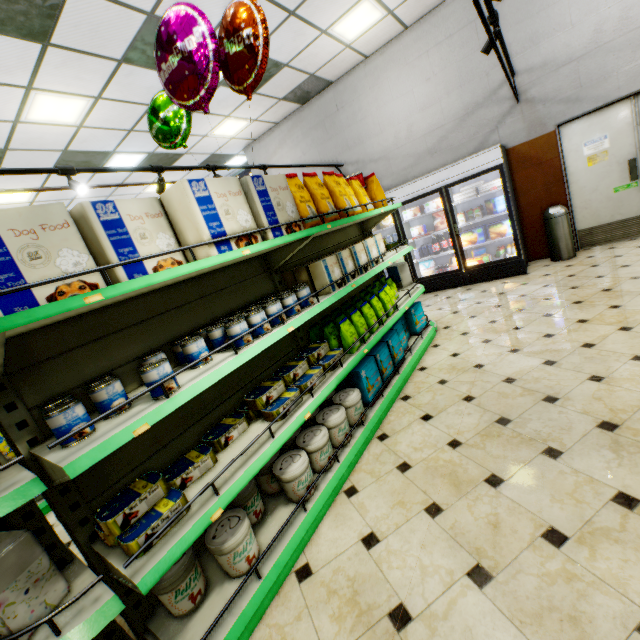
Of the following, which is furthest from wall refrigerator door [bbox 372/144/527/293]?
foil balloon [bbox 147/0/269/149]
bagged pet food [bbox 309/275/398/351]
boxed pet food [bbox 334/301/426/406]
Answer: foil balloon [bbox 147/0/269/149]

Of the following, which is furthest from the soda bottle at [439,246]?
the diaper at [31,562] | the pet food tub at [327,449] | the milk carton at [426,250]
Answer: the diaper at [31,562]

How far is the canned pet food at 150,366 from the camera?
1.6m

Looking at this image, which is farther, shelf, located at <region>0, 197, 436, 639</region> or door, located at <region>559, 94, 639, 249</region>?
door, located at <region>559, 94, 639, 249</region>

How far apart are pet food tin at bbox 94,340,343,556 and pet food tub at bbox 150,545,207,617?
0.3 meters

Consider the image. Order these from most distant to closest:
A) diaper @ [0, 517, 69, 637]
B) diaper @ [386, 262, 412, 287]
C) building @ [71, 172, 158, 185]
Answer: building @ [71, 172, 158, 185], diaper @ [386, 262, 412, 287], diaper @ [0, 517, 69, 637]

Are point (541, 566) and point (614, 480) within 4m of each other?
yes

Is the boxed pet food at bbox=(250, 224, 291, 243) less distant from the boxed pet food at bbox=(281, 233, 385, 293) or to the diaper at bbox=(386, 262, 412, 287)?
the boxed pet food at bbox=(281, 233, 385, 293)
